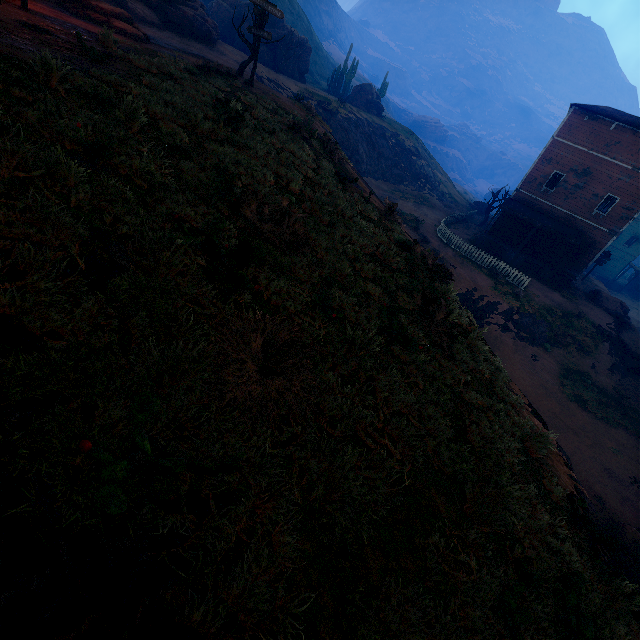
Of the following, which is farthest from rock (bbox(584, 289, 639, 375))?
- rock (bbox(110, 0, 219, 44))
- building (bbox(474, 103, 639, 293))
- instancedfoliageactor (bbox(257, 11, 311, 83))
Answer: rock (bbox(110, 0, 219, 44))

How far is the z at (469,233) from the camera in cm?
2995

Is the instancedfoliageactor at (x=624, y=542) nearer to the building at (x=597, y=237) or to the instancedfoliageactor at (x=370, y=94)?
the building at (x=597, y=237)

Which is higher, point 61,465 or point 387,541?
point 61,465

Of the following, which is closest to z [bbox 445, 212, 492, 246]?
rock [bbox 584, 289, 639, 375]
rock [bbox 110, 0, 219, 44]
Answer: rock [bbox 584, 289, 639, 375]

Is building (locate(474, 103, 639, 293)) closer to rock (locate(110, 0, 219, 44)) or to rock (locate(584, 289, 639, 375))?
rock (locate(584, 289, 639, 375))

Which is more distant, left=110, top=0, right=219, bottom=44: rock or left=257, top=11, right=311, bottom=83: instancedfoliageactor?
left=257, top=11, right=311, bottom=83: instancedfoliageactor

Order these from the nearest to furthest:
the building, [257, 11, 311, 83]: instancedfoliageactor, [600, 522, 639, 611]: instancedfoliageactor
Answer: [600, 522, 639, 611]: instancedfoliageactor
the building
[257, 11, 311, 83]: instancedfoliageactor
